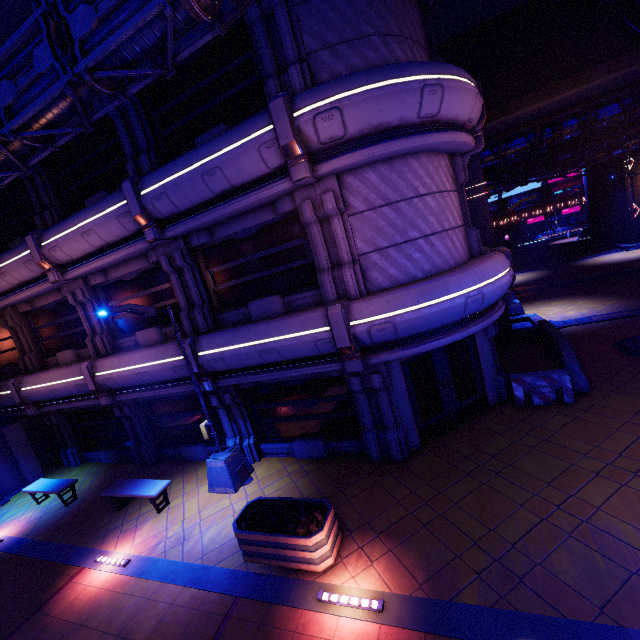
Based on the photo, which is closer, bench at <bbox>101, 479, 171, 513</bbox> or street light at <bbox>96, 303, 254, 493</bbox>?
street light at <bbox>96, 303, 254, 493</bbox>

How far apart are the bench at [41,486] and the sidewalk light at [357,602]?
10.64m

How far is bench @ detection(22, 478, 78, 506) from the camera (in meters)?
11.41

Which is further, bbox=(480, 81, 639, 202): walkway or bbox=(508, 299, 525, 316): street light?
bbox=(508, 299, 525, 316): street light

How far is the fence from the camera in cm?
930

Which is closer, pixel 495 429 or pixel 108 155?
pixel 495 429

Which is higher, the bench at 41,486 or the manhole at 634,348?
the bench at 41,486

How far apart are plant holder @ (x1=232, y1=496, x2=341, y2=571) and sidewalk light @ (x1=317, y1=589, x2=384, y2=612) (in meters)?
0.34
